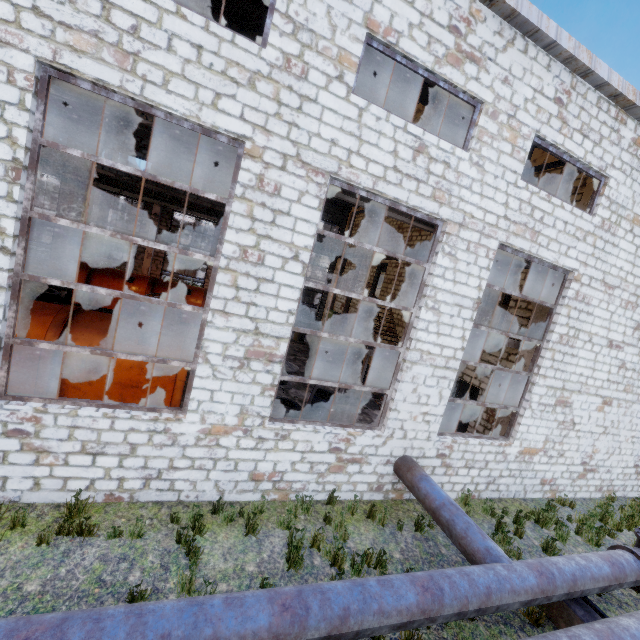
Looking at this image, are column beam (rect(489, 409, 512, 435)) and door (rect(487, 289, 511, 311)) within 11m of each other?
yes

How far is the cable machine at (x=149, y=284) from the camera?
16.7 meters

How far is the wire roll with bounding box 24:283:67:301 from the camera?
15.8m

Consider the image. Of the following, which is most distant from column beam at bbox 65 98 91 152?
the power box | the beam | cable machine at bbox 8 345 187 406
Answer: the power box

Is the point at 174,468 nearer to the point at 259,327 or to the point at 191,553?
the point at 191,553

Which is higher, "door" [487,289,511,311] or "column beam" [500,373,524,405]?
"door" [487,289,511,311]

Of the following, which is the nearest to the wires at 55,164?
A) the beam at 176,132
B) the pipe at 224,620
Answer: the beam at 176,132

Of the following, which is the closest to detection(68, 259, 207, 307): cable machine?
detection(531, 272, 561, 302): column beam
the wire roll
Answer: the wire roll
